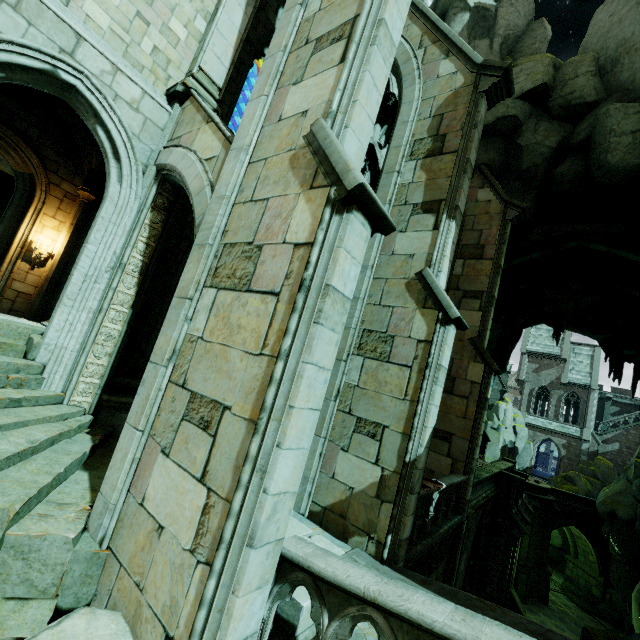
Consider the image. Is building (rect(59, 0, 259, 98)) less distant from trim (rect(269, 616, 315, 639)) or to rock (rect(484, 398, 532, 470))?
rock (rect(484, 398, 532, 470))

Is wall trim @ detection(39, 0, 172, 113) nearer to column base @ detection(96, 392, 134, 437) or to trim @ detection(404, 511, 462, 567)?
column base @ detection(96, 392, 134, 437)

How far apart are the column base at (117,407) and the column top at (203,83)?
6.76m

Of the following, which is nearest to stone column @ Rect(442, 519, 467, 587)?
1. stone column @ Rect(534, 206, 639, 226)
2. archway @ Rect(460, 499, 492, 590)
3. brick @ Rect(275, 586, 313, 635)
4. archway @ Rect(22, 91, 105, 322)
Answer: archway @ Rect(460, 499, 492, 590)

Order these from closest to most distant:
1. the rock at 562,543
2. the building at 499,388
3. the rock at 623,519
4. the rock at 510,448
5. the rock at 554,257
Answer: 1. the rock at 554,257
2. the rock at 623,519
3. the rock at 562,543
4. the rock at 510,448
5. the building at 499,388

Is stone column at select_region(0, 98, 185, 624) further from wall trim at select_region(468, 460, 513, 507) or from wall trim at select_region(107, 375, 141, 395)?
wall trim at select_region(468, 460, 513, 507)

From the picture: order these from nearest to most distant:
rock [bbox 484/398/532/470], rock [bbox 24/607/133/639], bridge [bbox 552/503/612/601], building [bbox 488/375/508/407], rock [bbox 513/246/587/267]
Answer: rock [bbox 24/607/133/639] → rock [bbox 513/246/587/267] → bridge [bbox 552/503/612/601] → rock [bbox 484/398/532/470] → building [bbox 488/375/508/407]

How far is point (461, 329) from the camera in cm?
707
